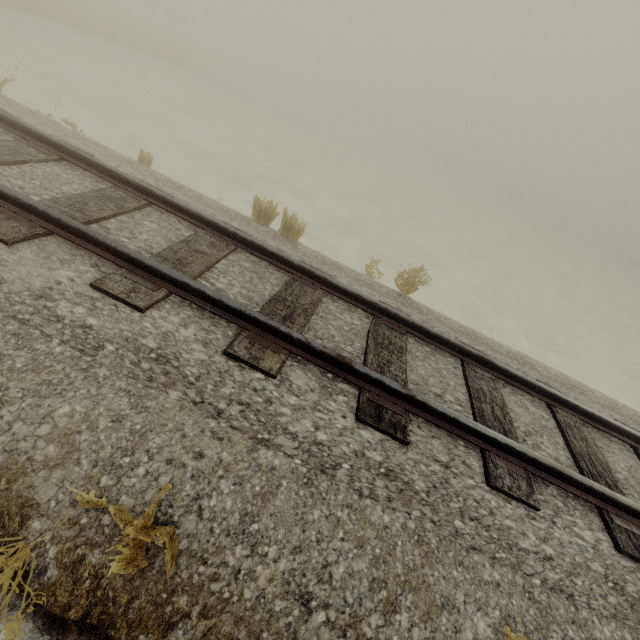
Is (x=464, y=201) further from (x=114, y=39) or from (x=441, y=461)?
(x=441, y=461)
